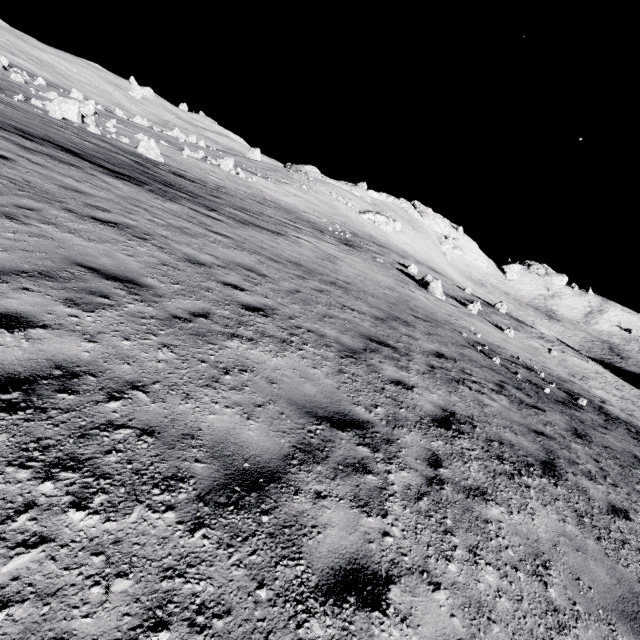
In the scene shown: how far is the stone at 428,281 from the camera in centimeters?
2573cm

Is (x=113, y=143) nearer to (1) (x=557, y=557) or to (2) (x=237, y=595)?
(2) (x=237, y=595)

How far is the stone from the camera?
25.7m
